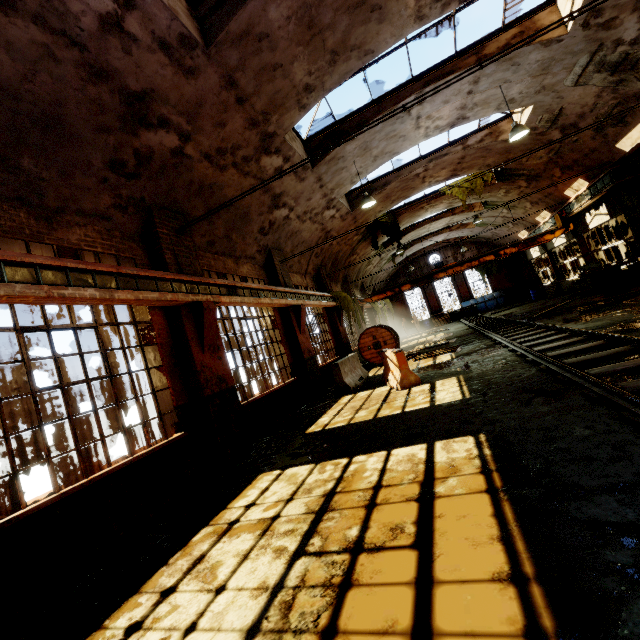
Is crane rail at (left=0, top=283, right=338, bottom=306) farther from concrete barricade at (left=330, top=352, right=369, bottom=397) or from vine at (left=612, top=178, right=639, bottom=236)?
vine at (left=612, top=178, right=639, bottom=236)

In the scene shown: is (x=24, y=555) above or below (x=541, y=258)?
below

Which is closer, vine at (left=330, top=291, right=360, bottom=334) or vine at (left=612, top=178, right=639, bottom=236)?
vine at (left=612, top=178, right=639, bottom=236)

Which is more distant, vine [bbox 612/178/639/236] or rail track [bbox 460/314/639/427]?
vine [bbox 612/178/639/236]

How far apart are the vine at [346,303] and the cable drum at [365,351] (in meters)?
0.38

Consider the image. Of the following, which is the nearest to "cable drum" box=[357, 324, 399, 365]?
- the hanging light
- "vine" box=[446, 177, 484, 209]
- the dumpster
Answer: the dumpster

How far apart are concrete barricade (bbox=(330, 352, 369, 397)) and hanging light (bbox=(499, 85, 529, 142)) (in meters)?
8.36

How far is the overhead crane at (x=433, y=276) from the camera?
17.06m
